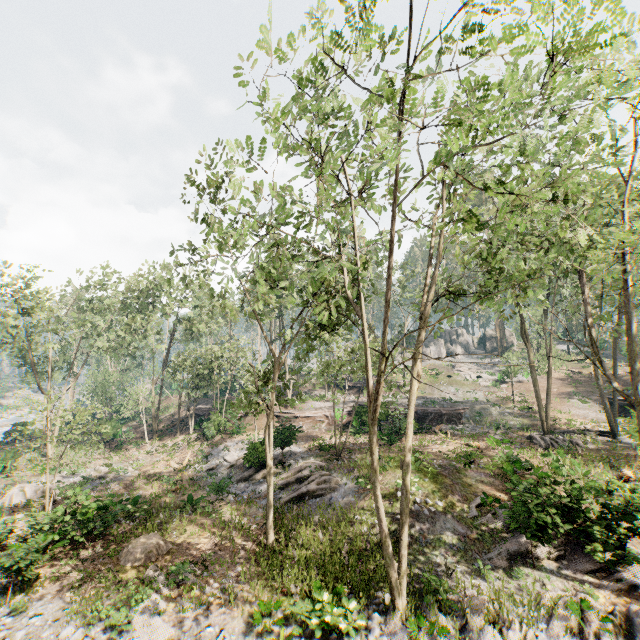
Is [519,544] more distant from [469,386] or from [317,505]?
[469,386]

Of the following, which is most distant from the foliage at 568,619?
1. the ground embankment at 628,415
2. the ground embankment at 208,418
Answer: the ground embankment at 628,415

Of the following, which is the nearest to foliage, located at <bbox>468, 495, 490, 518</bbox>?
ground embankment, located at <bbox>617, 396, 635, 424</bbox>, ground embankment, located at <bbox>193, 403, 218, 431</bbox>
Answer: ground embankment, located at <bbox>193, 403, 218, 431</bbox>

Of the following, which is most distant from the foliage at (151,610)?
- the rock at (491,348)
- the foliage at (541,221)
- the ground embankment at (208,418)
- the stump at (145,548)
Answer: the rock at (491,348)

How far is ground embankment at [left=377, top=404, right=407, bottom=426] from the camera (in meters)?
25.03

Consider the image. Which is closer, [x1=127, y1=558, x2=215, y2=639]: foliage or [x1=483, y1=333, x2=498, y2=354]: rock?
[x1=127, y1=558, x2=215, y2=639]: foliage

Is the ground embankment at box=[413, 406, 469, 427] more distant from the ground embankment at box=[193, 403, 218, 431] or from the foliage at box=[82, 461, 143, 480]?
the ground embankment at box=[193, 403, 218, 431]
